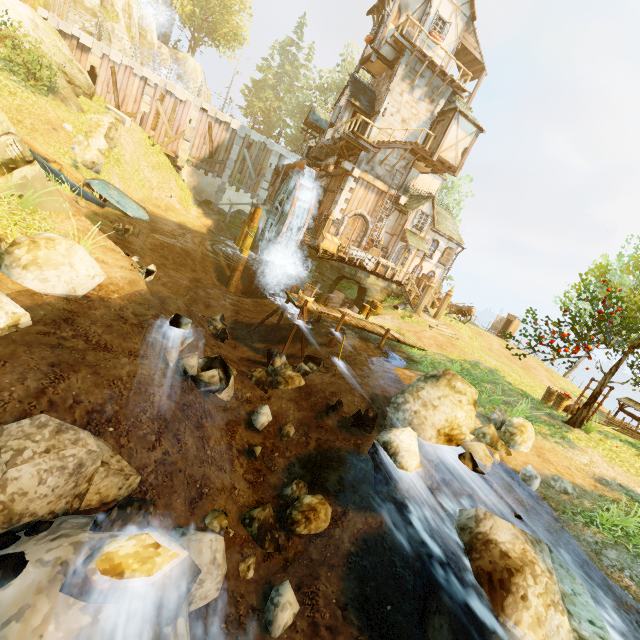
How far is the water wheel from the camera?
20.8m

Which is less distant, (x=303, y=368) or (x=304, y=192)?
(x=303, y=368)

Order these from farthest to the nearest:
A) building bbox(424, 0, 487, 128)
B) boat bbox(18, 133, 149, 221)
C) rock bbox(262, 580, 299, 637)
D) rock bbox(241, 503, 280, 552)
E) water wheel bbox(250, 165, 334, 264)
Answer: water wheel bbox(250, 165, 334, 264), building bbox(424, 0, 487, 128), boat bbox(18, 133, 149, 221), rock bbox(241, 503, 280, 552), rock bbox(262, 580, 299, 637)

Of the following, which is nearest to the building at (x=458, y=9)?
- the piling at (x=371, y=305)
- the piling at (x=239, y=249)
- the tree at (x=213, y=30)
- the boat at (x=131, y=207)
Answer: the piling at (x=371, y=305)

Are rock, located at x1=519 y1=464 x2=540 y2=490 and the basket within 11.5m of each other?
yes

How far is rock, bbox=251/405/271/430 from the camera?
8.0m

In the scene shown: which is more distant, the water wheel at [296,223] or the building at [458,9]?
the water wheel at [296,223]

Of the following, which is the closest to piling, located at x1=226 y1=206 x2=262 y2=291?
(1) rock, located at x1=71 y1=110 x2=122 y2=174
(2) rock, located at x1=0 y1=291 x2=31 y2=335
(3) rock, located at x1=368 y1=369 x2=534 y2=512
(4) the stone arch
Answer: (4) the stone arch
